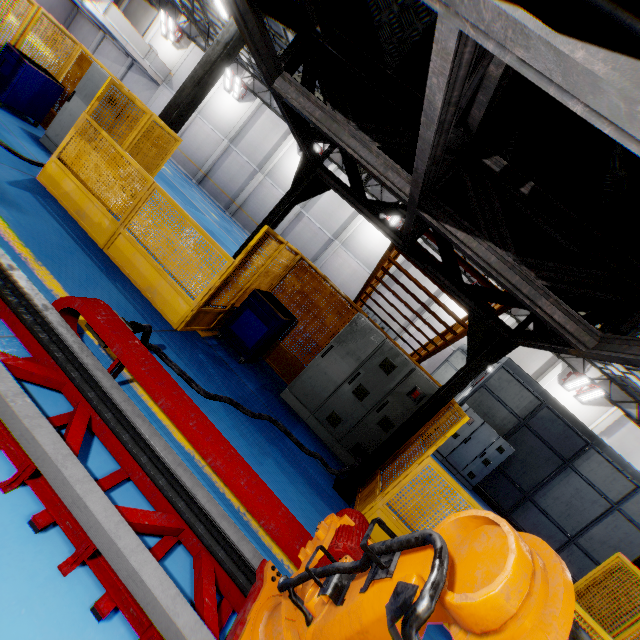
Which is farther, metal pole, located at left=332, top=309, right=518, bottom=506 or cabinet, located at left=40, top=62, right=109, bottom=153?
cabinet, located at left=40, top=62, right=109, bottom=153

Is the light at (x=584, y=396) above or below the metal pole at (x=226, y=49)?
above

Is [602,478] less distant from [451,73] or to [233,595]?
[233,595]

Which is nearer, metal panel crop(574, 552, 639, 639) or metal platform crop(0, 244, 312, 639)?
metal platform crop(0, 244, 312, 639)

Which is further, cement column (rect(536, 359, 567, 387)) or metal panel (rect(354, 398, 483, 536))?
cement column (rect(536, 359, 567, 387))

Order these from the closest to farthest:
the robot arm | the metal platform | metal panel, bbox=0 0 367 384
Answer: the robot arm
the metal platform
metal panel, bbox=0 0 367 384

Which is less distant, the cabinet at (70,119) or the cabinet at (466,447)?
the cabinet at (70,119)

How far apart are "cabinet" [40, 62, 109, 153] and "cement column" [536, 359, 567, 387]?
22.69m
